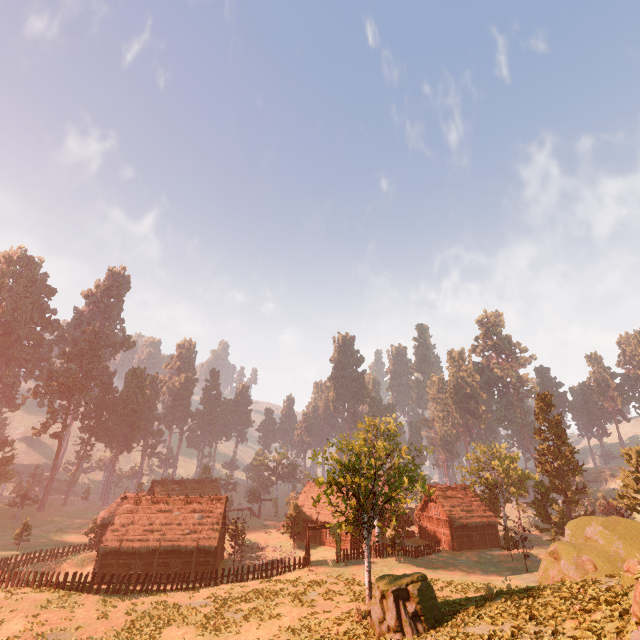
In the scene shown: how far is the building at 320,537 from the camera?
45.8 meters

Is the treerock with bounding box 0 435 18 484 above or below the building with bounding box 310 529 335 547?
above

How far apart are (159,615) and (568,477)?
59.7 meters

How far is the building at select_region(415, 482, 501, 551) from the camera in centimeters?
4566cm

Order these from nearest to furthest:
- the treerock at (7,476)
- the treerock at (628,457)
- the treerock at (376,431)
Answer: the treerock at (376,431) < the treerock at (628,457) < the treerock at (7,476)

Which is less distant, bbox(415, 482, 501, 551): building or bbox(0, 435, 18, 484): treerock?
bbox(415, 482, 501, 551): building

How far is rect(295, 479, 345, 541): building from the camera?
47.6m
